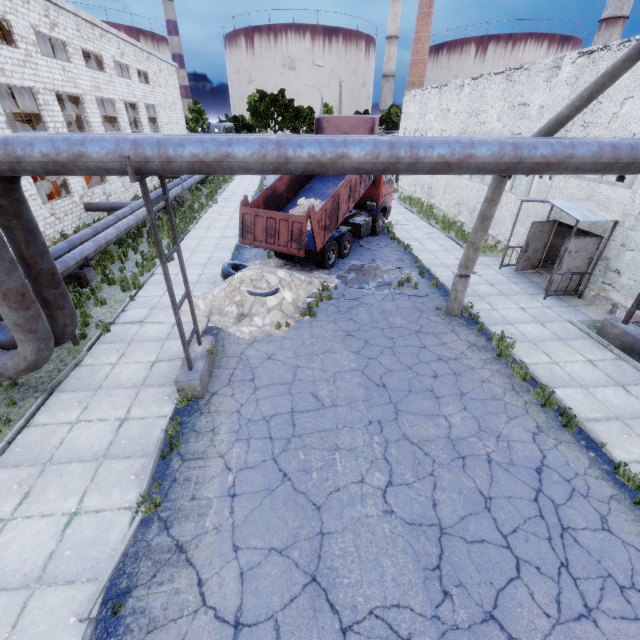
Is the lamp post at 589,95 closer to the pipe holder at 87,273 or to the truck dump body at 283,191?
the truck dump body at 283,191

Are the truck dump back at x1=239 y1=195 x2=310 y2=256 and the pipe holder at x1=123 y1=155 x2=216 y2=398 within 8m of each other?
yes

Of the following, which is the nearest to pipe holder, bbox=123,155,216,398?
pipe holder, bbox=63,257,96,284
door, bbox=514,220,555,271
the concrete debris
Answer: the concrete debris

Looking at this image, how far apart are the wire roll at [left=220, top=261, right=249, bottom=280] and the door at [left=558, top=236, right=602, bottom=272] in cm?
1154

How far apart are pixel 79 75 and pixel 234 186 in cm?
1409

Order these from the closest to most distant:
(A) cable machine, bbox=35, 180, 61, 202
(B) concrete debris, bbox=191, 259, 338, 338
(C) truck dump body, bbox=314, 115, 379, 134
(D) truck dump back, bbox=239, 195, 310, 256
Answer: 1. (B) concrete debris, bbox=191, 259, 338, 338
2. (D) truck dump back, bbox=239, 195, 310, 256
3. (C) truck dump body, bbox=314, 115, 379, 134
4. (A) cable machine, bbox=35, 180, 61, 202

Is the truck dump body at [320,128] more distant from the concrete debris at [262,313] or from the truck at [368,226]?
the concrete debris at [262,313]

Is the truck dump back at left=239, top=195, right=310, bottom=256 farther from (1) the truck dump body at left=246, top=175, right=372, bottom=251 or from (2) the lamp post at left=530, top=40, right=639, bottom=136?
(2) the lamp post at left=530, top=40, right=639, bottom=136
